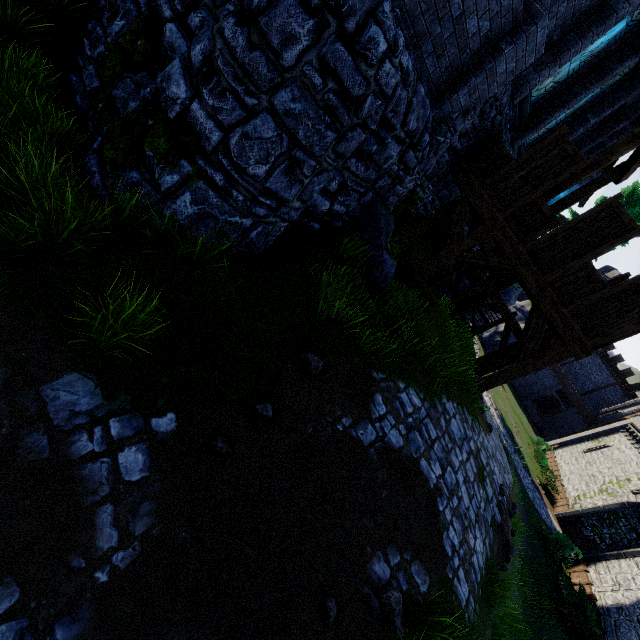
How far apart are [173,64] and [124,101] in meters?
1.5 m

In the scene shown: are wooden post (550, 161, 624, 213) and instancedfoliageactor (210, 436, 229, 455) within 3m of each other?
no

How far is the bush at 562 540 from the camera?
18.3 meters

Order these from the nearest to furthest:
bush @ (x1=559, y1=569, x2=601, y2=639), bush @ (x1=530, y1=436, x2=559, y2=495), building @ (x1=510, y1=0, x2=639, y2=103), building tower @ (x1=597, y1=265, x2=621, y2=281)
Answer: building @ (x1=510, y1=0, x2=639, y2=103) → bush @ (x1=559, y1=569, x2=601, y2=639) → bush @ (x1=530, y1=436, x2=559, y2=495) → building tower @ (x1=597, y1=265, x2=621, y2=281)

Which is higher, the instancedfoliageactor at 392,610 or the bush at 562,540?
the instancedfoliageactor at 392,610

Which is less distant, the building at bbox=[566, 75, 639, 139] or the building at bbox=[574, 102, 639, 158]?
the building at bbox=[566, 75, 639, 139]

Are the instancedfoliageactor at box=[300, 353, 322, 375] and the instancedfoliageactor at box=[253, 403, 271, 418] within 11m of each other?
yes

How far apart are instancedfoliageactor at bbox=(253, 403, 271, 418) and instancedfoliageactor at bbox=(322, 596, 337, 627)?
1.9m
